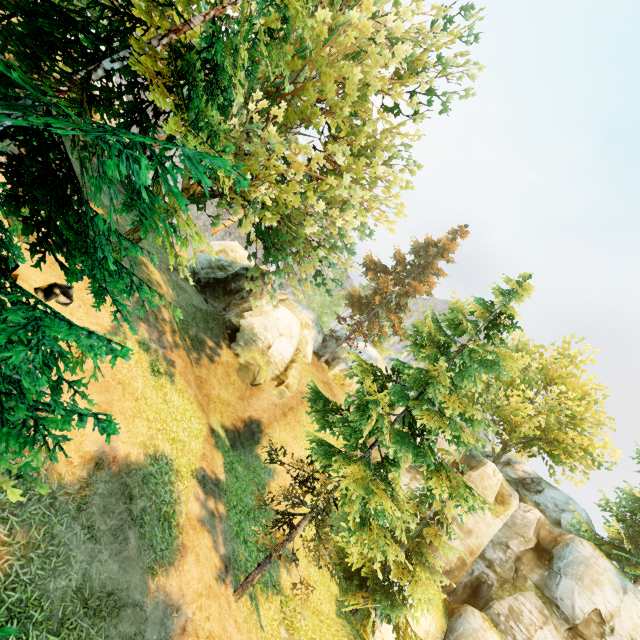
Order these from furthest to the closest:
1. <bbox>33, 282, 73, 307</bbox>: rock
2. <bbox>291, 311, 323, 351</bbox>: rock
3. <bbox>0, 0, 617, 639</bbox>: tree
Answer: <bbox>291, 311, 323, 351</bbox>: rock, <bbox>33, 282, 73, 307</bbox>: rock, <bbox>0, 0, 617, 639</bbox>: tree

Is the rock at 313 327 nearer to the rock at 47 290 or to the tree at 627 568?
the tree at 627 568

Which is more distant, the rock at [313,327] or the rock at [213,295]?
the rock at [313,327]

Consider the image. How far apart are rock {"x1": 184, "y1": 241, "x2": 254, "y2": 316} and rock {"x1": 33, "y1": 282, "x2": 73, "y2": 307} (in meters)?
11.73

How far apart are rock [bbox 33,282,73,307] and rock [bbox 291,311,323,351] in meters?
22.0 m

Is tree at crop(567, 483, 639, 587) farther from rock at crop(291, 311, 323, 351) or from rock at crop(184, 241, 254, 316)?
rock at crop(184, 241, 254, 316)

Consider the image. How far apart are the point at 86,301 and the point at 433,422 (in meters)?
11.50

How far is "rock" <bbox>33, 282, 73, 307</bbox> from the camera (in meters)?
8.54
